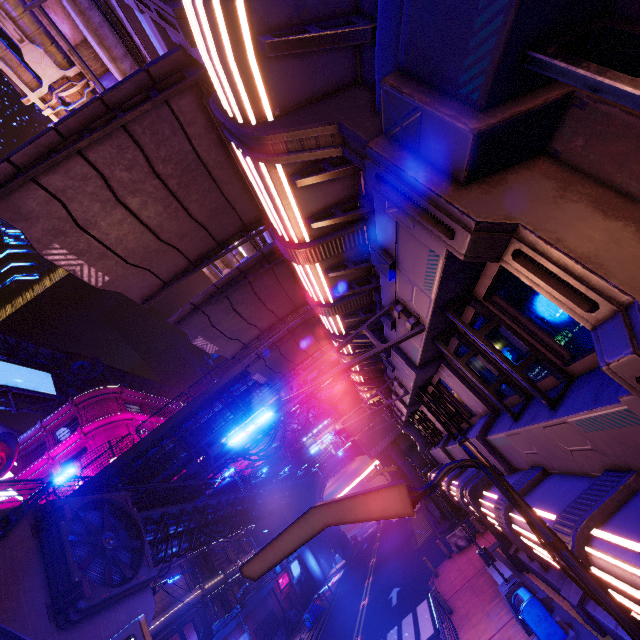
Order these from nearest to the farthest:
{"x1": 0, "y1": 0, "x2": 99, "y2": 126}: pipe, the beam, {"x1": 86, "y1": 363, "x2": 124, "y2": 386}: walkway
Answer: the beam → {"x1": 0, "y1": 0, "x2": 99, "y2": 126}: pipe → {"x1": 86, "y1": 363, "x2": 124, "y2": 386}: walkway

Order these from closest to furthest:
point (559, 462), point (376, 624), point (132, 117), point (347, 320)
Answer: point (559, 462) → point (132, 117) → point (347, 320) → point (376, 624)

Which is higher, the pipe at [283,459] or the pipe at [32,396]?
the pipe at [32,396]

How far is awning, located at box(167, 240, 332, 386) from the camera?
9.62m

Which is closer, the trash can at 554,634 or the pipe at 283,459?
the trash can at 554,634

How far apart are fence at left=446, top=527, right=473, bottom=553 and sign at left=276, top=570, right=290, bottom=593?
27.8 meters

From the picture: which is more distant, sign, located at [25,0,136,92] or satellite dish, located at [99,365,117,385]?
satellite dish, located at [99,365,117,385]

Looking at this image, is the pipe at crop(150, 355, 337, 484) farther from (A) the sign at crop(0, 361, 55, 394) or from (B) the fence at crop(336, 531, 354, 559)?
(A) the sign at crop(0, 361, 55, 394)
